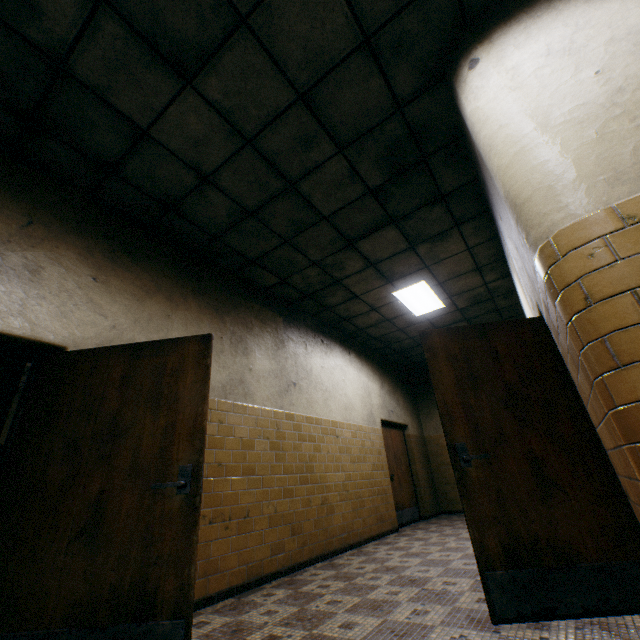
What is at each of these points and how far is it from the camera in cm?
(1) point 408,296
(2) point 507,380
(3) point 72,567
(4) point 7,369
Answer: (1) lamp, 614
(2) door, 275
(3) door, 204
(4) column, 538

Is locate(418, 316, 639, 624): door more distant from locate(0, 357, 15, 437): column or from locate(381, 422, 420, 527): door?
locate(0, 357, 15, 437): column

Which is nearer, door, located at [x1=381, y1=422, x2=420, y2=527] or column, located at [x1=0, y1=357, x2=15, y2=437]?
column, located at [x1=0, y1=357, x2=15, y2=437]

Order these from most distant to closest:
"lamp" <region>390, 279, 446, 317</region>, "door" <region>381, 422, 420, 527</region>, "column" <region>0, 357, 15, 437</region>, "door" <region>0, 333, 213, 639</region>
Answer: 1. "door" <region>381, 422, 420, 527</region>
2. "lamp" <region>390, 279, 446, 317</region>
3. "column" <region>0, 357, 15, 437</region>
4. "door" <region>0, 333, 213, 639</region>

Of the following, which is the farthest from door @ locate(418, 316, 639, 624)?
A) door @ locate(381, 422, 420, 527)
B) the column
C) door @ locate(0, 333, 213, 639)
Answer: the column

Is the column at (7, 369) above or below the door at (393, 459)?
above

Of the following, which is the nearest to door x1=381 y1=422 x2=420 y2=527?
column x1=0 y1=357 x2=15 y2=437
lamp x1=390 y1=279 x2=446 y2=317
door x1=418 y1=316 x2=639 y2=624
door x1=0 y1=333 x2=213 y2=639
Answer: lamp x1=390 y1=279 x2=446 y2=317

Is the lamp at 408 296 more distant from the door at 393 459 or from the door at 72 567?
the door at 72 567
